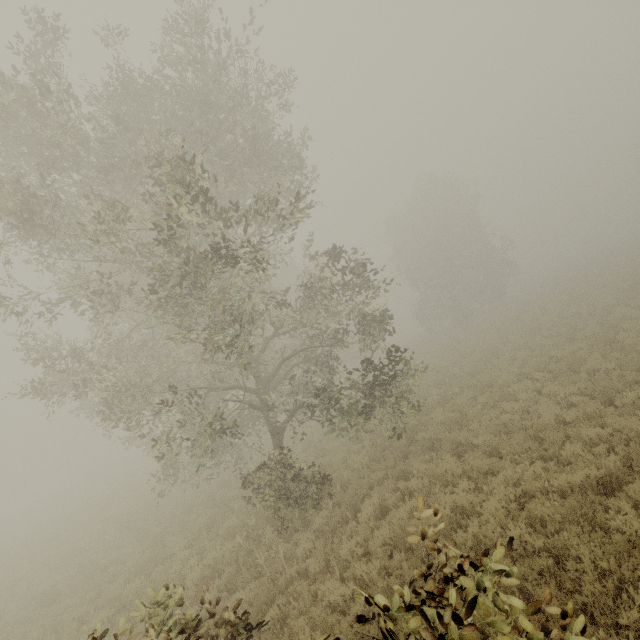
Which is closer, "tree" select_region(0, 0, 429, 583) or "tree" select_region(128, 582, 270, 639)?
"tree" select_region(128, 582, 270, 639)

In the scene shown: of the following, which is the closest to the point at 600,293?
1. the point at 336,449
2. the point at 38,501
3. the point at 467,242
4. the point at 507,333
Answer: the point at 507,333

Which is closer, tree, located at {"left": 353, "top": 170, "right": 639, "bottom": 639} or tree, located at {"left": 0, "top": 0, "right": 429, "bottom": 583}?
tree, located at {"left": 353, "top": 170, "right": 639, "bottom": 639}

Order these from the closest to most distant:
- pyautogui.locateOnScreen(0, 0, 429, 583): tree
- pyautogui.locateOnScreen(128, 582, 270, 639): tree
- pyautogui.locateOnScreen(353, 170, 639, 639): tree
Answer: pyautogui.locateOnScreen(353, 170, 639, 639): tree, pyautogui.locateOnScreen(128, 582, 270, 639): tree, pyautogui.locateOnScreen(0, 0, 429, 583): tree

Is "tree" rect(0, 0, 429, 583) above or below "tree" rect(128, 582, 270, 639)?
above

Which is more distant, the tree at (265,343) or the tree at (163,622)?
the tree at (265,343)

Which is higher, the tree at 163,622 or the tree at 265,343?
the tree at 265,343
